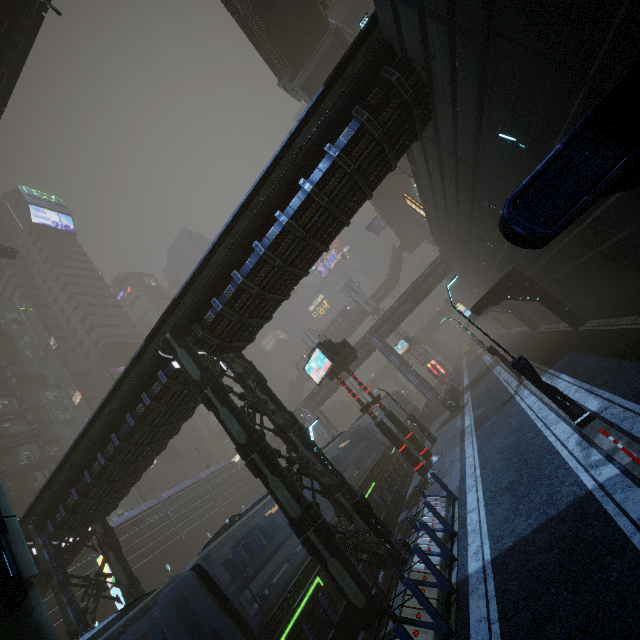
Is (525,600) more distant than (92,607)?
No

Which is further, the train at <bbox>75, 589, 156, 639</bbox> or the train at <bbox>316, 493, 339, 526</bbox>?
the train at <bbox>316, 493, 339, 526</bbox>

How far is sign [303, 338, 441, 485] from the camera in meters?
17.5

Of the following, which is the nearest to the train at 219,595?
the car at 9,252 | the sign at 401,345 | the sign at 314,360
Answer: the sign at 314,360

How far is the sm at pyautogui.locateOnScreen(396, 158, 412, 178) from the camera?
30.56m

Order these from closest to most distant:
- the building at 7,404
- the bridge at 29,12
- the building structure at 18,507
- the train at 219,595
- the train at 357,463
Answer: the train at 219,595 → the bridge at 29,12 → the train at 357,463 → the building structure at 18,507 → the building at 7,404

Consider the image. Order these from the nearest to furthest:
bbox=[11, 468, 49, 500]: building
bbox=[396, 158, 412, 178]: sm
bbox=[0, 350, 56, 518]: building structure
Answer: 1. bbox=[396, 158, 412, 178]: sm
2. bbox=[0, 350, 56, 518]: building structure
3. bbox=[11, 468, 49, 500]: building

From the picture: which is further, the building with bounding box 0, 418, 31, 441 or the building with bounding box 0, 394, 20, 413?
the building with bounding box 0, 394, 20, 413
